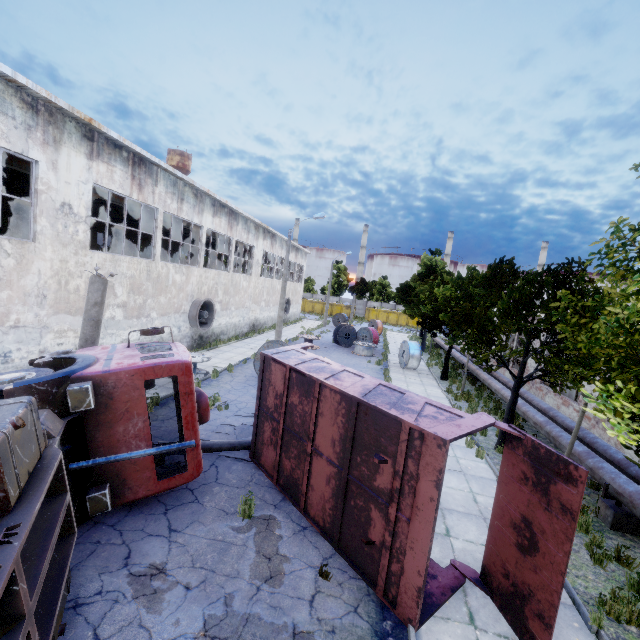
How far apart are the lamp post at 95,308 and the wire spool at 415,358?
18.67m

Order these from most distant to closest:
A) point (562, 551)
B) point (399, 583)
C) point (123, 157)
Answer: point (123, 157)
point (399, 583)
point (562, 551)

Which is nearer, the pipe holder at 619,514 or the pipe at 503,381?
the pipe holder at 619,514

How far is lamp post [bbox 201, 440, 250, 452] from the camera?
9.1 meters

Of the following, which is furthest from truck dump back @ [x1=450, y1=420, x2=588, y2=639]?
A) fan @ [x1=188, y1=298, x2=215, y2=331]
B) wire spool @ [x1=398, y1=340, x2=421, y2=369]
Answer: fan @ [x1=188, y1=298, x2=215, y2=331]

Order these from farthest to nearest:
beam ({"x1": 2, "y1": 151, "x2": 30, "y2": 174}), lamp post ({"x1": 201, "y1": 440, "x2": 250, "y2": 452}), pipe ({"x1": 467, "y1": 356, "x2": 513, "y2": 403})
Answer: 1. pipe ({"x1": 467, "y1": 356, "x2": 513, "y2": 403})
2. beam ({"x1": 2, "y1": 151, "x2": 30, "y2": 174})
3. lamp post ({"x1": 201, "y1": 440, "x2": 250, "y2": 452})

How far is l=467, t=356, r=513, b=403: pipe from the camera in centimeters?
1550cm

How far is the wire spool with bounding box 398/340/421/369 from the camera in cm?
2258
